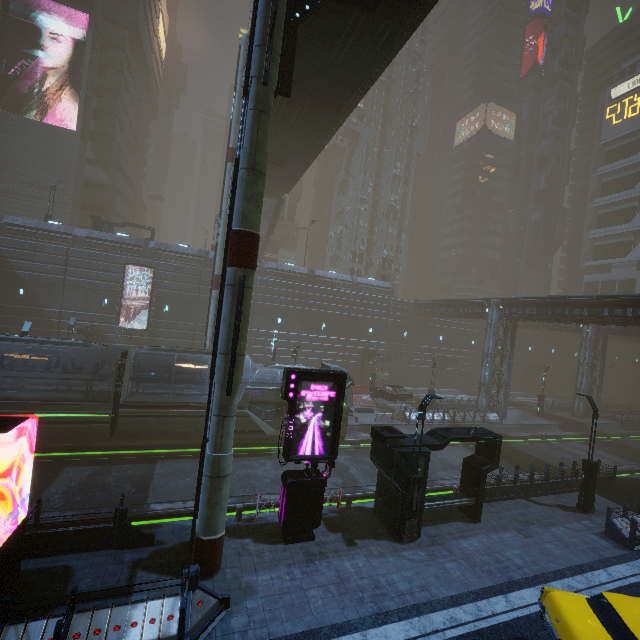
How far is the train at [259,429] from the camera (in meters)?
19.42

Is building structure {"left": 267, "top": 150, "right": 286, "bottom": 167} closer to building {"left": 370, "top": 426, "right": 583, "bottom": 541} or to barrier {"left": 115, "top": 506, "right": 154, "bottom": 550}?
building {"left": 370, "top": 426, "right": 583, "bottom": 541}

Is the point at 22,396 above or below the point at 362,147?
below

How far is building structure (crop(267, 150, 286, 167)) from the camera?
24.2m

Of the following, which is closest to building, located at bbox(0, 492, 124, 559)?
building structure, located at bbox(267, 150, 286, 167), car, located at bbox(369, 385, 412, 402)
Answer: car, located at bbox(369, 385, 412, 402)

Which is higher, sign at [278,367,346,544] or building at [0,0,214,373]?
building at [0,0,214,373]

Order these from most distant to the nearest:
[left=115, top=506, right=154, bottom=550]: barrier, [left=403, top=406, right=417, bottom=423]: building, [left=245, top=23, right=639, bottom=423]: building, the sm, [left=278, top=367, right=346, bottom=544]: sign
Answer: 1. [left=245, top=23, right=639, bottom=423]: building
2. [left=403, top=406, right=417, bottom=423]: building
3. [left=278, top=367, right=346, bottom=544]: sign
4. [left=115, top=506, right=154, bottom=550]: barrier
5. the sm

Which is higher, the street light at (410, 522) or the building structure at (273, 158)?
the building structure at (273, 158)
